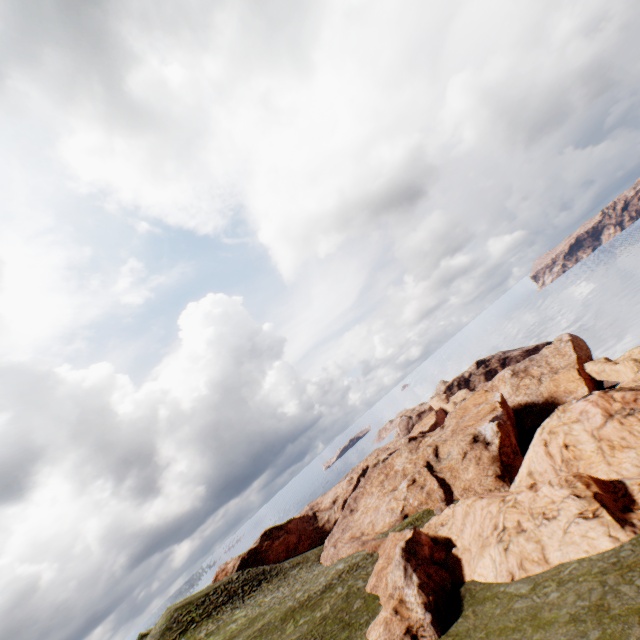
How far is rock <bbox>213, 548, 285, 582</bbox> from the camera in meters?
56.9 m

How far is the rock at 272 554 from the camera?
56.91m

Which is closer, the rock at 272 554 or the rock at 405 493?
the rock at 405 493

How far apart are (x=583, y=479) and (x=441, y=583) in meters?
11.5 m

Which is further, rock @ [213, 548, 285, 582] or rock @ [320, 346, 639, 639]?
rock @ [213, 548, 285, 582]
